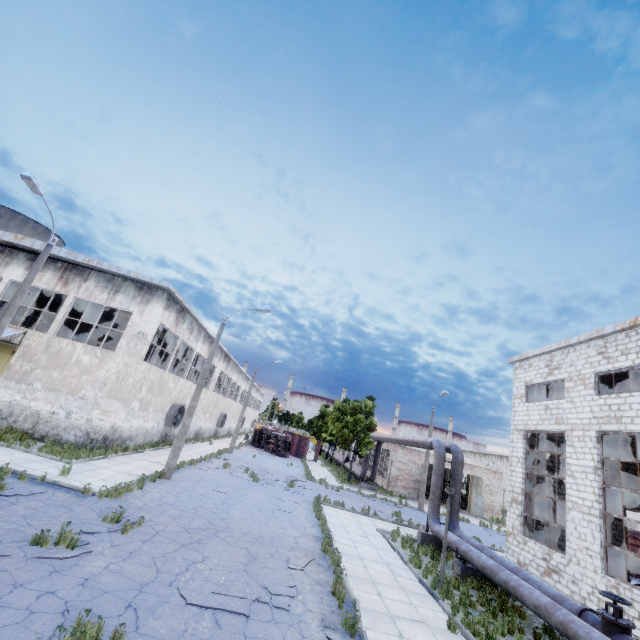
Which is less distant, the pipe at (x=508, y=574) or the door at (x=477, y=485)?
the pipe at (x=508, y=574)

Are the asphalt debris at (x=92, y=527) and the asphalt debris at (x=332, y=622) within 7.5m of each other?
yes

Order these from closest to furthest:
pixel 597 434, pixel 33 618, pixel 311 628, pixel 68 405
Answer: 1. pixel 33 618
2. pixel 311 628
3. pixel 597 434
4. pixel 68 405

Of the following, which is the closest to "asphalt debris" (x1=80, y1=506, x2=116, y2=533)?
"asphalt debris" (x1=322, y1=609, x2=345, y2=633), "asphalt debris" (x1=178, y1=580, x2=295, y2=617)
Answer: "asphalt debris" (x1=178, y1=580, x2=295, y2=617)

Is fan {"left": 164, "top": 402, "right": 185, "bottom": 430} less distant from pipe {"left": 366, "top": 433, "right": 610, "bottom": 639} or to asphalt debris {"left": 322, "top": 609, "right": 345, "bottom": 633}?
pipe {"left": 366, "top": 433, "right": 610, "bottom": 639}

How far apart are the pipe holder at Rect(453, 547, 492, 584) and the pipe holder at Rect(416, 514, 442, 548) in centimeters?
335cm

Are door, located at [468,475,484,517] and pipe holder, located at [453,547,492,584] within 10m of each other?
no

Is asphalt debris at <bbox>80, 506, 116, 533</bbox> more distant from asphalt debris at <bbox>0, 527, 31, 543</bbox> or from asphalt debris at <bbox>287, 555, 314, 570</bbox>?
asphalt debris at <bbox>287, 555, 314, 570</bbox>
